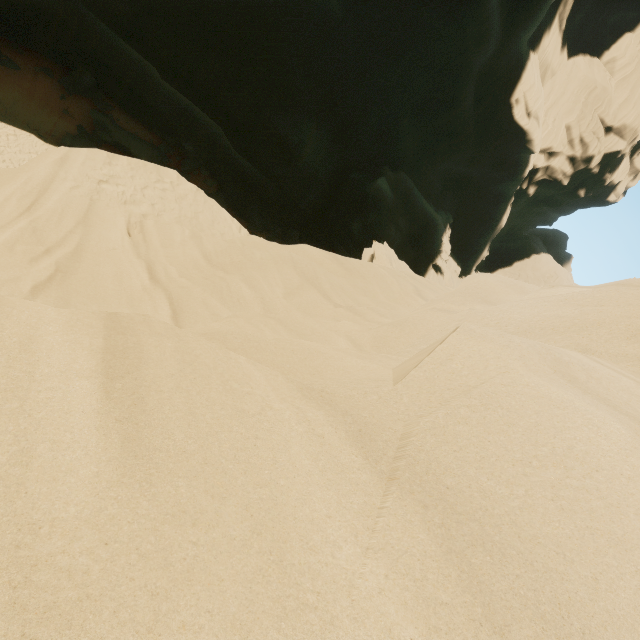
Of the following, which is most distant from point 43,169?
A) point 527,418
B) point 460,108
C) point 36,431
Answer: point 460,108
